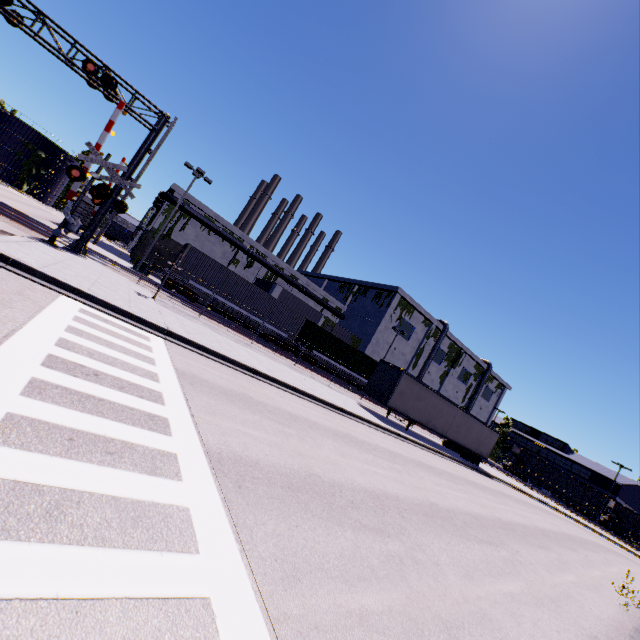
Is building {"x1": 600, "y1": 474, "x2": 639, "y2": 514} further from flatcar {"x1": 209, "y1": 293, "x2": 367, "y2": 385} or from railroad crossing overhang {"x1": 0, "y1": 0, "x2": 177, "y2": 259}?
railroad crossing overhang {"x1": 0, "y1": 0, "x2": 177, "y2": 259}

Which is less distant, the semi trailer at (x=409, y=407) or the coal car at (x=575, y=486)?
the semi trailer at (x=409, y=407)

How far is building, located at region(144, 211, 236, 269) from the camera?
39.5m

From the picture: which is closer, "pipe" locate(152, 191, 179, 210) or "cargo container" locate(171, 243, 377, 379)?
"cargo container" locate(171, 243, 377, 379)

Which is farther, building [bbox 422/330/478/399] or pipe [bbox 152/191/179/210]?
building [bbox 422/330/478/399]

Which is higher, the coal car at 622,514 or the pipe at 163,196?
the pipe at 163,196

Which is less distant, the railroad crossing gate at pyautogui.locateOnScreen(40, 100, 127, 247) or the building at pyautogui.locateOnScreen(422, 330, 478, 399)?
the railroad crossing gate at pyautogui.locateOnScreen(40, 100, 127, 247)

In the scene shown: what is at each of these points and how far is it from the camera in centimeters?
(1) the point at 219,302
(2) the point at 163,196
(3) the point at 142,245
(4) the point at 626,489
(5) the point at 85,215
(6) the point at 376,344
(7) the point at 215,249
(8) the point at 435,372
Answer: (1) flatcar, 2667cm
(2) pipe, 3778cm
(3) building, 3803cm
(4) building, 5397cm
(5) cargo container door, 3484cm
(6) building, 4747cm
(7) building, 4278cm
(8) building, 5591cm
